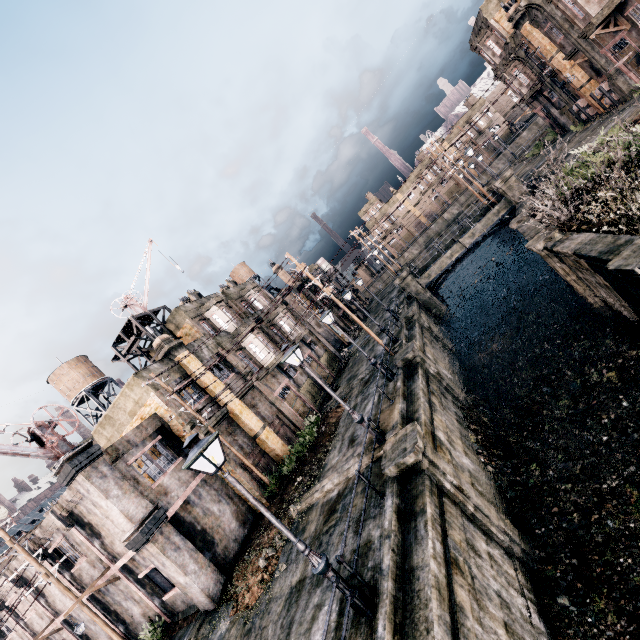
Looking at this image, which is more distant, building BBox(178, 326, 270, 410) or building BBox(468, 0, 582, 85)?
building BBox(468, 0, 582, 85)

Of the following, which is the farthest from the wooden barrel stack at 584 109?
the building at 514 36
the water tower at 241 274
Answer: the water tower at 241 274

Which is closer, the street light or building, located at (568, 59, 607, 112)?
the street light

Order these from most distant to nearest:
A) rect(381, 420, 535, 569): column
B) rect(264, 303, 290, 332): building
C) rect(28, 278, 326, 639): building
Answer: rect(264, 303, 290, 332): building < rect(28, 278, 326, 639): building < rect(381, 420, 535, 569): column

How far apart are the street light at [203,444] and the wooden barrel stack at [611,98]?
40.1m

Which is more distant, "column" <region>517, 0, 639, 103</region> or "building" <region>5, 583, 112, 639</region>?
"column" <region>517, 0, 639, 103</region>

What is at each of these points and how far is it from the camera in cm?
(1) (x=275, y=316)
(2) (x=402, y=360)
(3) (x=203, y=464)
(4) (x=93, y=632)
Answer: (1) building, 3259
(2) column, 1864
(3) building, 1856
(4) building, 1930

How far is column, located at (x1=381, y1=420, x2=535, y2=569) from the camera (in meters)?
10.52
